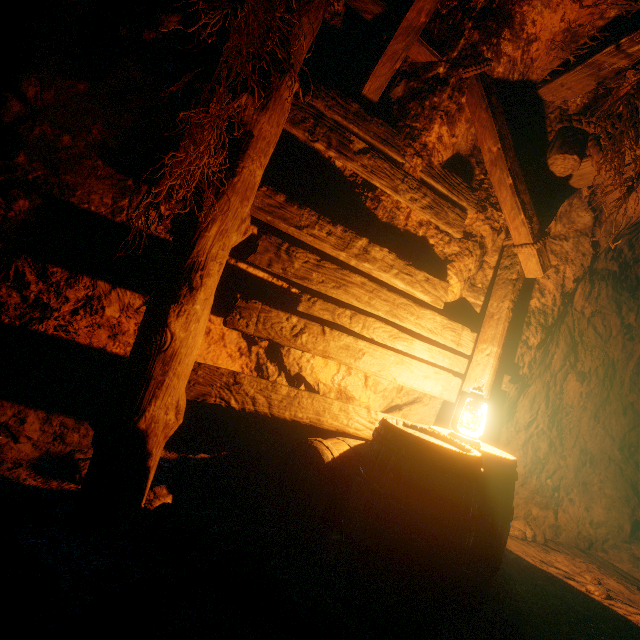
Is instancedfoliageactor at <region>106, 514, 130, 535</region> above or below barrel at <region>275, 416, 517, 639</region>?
below

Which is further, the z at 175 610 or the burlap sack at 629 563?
the burlap sack at 629 563

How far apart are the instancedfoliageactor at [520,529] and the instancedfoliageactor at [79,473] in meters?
4.3

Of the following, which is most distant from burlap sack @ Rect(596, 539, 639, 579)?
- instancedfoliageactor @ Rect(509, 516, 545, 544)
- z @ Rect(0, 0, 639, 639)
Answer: instancedfoliageactor @ Rect(509, 516, 545, 544)

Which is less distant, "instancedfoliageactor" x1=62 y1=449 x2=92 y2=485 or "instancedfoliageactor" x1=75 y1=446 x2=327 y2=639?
"instancedfoliageactor" x1=75 y1=446 x2=327 y2=639

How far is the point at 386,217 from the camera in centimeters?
286cm

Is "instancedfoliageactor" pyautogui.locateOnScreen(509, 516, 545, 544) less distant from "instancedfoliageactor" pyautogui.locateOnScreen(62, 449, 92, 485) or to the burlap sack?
the burlap sack

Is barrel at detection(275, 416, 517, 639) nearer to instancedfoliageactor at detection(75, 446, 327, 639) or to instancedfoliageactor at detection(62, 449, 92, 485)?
instancedfoliageactor at detection(75, 446, 327, 639)
